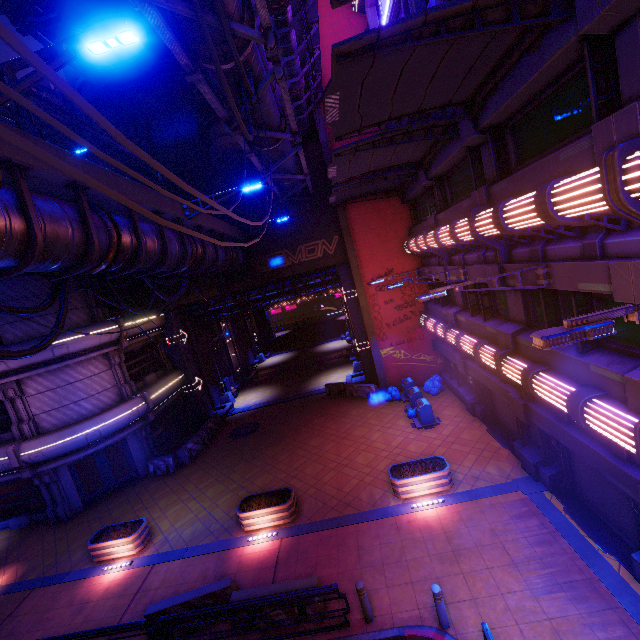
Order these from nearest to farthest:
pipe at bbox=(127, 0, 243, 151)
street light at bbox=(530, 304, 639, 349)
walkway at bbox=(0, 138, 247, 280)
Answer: street light at bbox=(530, 304, 639, 349)
pipe at bbox=(127, 0, 243, 151)
walkway at bbox=(0, 138, 247, 280)

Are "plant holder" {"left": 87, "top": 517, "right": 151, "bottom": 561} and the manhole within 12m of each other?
yes

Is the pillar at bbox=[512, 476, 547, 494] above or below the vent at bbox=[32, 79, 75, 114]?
below

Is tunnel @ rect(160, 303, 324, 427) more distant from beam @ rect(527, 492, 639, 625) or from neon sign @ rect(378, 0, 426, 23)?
beam @ rect(527, 492, 639, 625)

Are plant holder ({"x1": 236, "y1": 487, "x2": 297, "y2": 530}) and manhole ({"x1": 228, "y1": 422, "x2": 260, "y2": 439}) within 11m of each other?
yes

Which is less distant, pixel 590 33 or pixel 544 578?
pixel 590 33

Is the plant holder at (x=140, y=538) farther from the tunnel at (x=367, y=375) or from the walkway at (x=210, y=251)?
the tunnel at (x=367, y=375)

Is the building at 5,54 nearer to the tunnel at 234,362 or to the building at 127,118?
the building at 127,118
